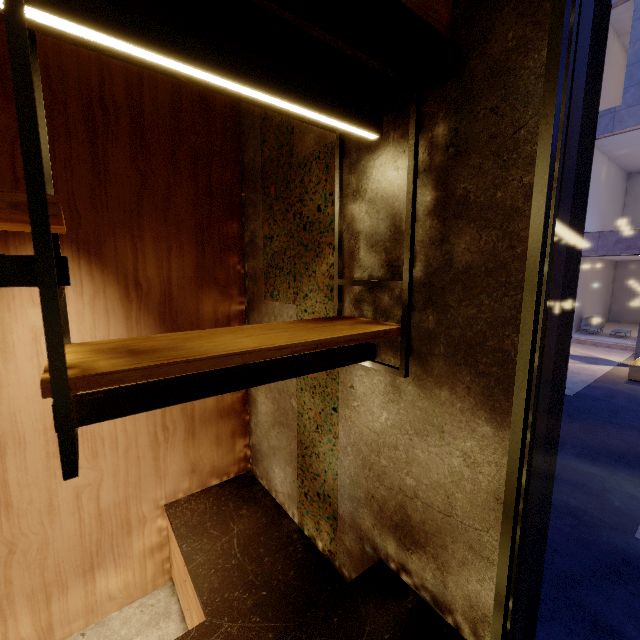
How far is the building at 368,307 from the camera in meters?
1.6

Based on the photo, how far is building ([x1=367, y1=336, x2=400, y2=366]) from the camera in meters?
1.6 m

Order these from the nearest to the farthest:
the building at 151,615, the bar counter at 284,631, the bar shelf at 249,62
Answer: the bar shelf at 249,62
the bar counter at 284,631
the building at 151,615

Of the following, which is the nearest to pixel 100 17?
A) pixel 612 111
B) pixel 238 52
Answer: pixel 238 52

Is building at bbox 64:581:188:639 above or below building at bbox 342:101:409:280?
below
